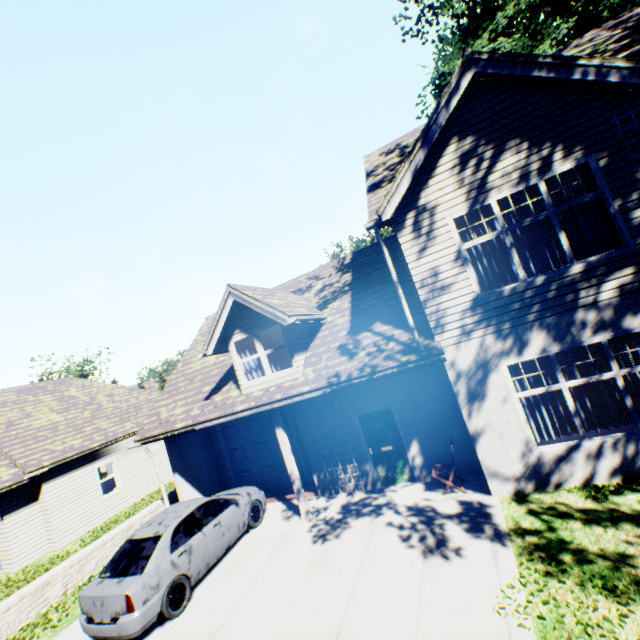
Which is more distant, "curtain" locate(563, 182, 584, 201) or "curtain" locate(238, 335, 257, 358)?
"curtain" locate(238, 335, 257, 358)

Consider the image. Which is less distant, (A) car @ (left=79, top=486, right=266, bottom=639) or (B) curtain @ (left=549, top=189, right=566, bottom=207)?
(A) car @ (left=79, top=486, right=266, bottom=639)

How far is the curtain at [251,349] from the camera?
10.03m

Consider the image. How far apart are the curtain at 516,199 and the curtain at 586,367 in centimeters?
220cm

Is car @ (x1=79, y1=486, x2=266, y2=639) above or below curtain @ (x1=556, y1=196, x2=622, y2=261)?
below

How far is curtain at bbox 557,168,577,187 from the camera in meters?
6.8

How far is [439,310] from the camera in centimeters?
754cm
